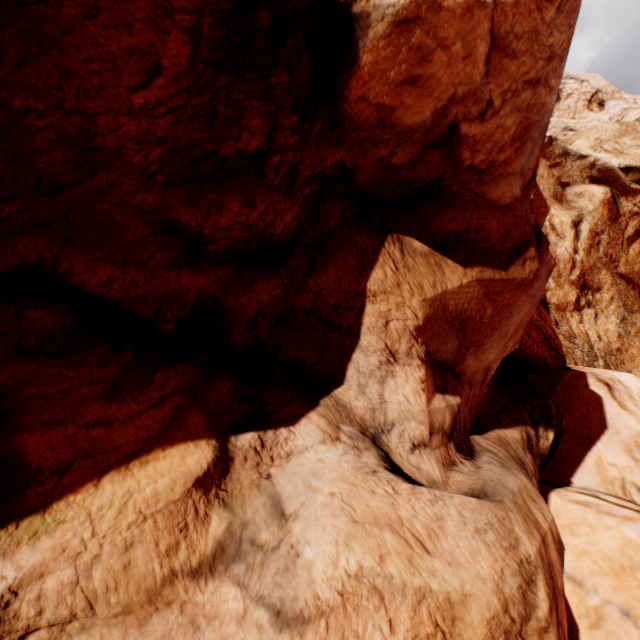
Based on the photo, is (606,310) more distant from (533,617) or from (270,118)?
(270,118)
